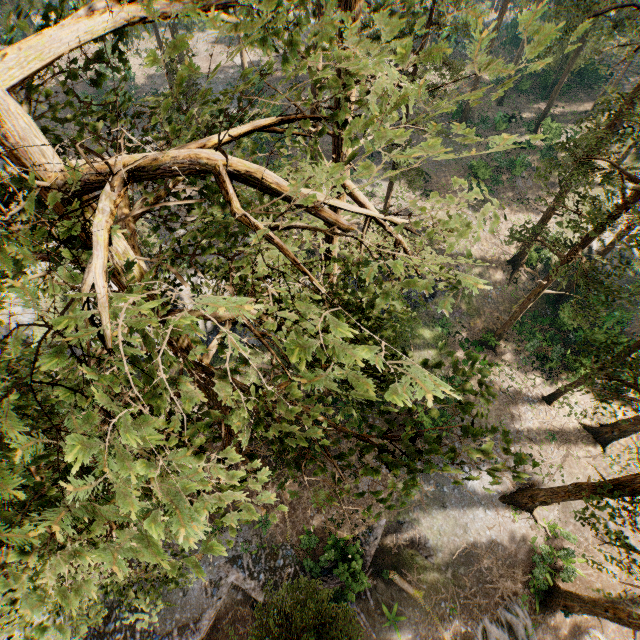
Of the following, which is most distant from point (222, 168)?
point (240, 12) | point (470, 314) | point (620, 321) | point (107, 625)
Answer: point (620, 321)

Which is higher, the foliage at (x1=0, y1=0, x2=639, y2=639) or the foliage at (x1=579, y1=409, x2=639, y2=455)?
the foliage at (x1=0, y1=0, x2=639, y2=639)

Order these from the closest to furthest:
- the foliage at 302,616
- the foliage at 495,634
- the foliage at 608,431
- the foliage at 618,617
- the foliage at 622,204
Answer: the foliage at 622,204, the foliage at 302,616, the foliage at 618,617, the foliage at 495,634, the foliage at 608,431

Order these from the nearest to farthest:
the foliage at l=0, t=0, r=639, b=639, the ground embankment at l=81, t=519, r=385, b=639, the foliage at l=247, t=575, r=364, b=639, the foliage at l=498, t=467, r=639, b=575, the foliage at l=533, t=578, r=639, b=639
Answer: the foliage at l=0, t=0, r=639, b=639 < the foliage at l=247, t=575, r=364, b=639 < the foliage at l=498, t=467, r=639, b=575 < the foliage at l=533, t=578, r=639, b=639 < the ground embankment at l=81, t=519, r=385, b=639

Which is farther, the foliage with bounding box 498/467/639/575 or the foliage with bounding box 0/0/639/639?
the foliage with bounding box 498/467/639/575

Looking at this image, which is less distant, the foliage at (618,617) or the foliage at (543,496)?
the foliage at (543,496)
